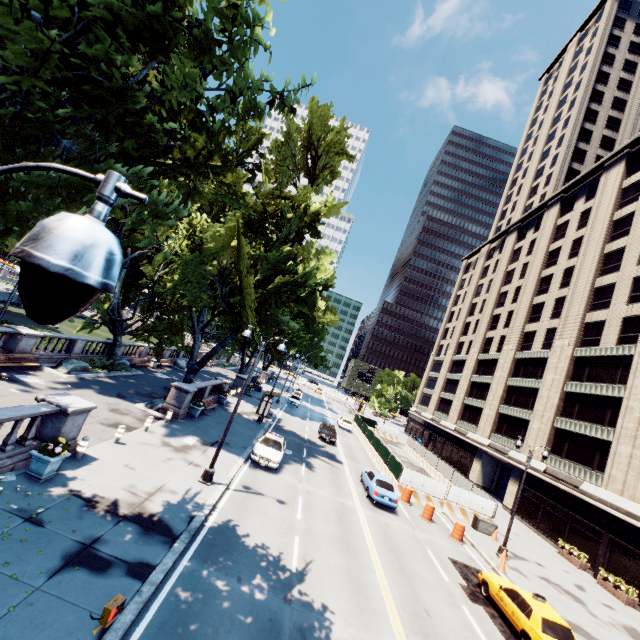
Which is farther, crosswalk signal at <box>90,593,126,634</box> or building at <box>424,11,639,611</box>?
building at <box>424,11,639,611</box>

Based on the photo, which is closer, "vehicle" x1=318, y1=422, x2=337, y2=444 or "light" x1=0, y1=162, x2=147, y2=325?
"light" x1=0, y1=162, x2=147, y2=325

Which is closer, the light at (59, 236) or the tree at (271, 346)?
the light at (59, 236)

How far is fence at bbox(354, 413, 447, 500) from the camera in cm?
2547

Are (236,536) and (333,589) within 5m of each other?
yes

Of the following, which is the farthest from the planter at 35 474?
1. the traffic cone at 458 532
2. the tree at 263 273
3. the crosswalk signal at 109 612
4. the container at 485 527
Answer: the container at 485 527

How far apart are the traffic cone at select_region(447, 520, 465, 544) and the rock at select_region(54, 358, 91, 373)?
27.91m

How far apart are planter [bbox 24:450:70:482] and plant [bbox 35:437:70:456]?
0.01m
